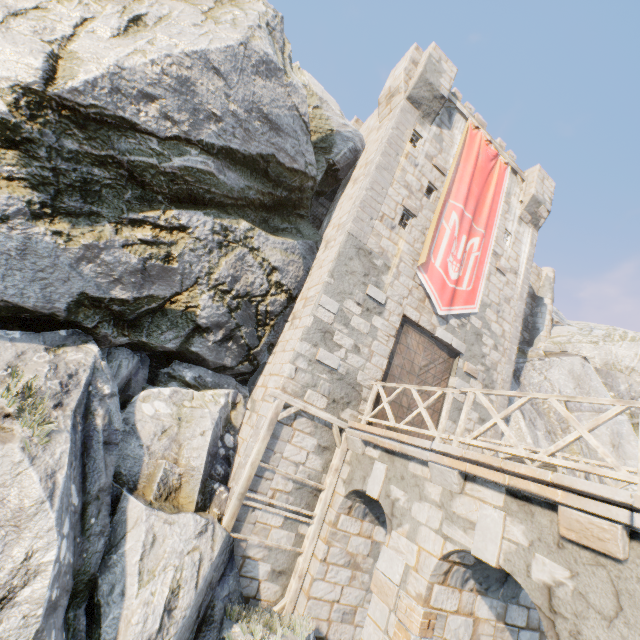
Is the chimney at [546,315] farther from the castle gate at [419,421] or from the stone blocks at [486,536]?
the stone blocks at [486,536]

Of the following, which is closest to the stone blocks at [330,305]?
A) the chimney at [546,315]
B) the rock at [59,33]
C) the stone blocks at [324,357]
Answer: the stone blocks at [324,357]

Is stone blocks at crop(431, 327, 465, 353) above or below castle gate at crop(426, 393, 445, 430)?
above

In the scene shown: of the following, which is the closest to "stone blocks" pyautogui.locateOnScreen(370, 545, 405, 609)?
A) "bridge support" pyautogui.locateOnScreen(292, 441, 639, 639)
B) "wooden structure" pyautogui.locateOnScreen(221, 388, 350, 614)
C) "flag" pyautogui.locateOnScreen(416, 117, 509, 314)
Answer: "bridge support" pyautogui.locateOnScreen(292, 441, 639, 639)

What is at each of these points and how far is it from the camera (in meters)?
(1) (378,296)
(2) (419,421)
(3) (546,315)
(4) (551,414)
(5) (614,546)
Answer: (1) stone blocks, 10.18
(2) castle gate, 10.68
(3) chimney, 19.45
(4) rock, 14.67
(5) stone blocks, 3.71

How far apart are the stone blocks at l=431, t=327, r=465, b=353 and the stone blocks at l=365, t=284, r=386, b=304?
2.4 meters

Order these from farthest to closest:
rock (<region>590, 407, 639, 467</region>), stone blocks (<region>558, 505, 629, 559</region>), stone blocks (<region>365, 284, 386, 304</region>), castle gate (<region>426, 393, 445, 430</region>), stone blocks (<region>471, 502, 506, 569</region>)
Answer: rock (<region>590, 407, 639, 467</region>) < castle gate (<region>426, 393, 445, 430</region>) < stone blocks (<region>365, 284, 386, 304</region>) < stone blocks (<region>471, 502, 506, 569</region>) < stone blocks (<region>558, 505, 629, 559</region>)

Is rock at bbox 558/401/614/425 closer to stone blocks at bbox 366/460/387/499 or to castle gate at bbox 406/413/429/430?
stone blocks at bbox 366/460/387/499
